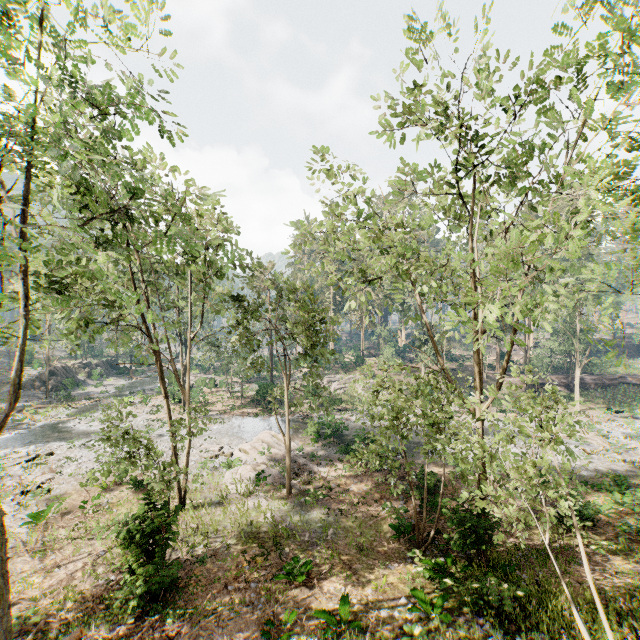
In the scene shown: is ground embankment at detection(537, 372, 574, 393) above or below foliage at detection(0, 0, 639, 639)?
below

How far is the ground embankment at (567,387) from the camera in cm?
4322

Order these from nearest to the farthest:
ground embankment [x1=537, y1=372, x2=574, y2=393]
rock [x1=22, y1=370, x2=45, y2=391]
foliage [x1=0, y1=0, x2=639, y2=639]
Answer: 1. foliage [x1=0, y1=0, x2=639, y2=639]
2. rock [x1=22, y1=370, x2=45, y2=391]
3. ground embankment [x1=537, y1=372, x2=574, y2=393]

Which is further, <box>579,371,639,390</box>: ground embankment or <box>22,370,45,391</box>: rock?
<box>579,371,639,390</box>: ground embankment

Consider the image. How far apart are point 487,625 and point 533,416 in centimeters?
707cm

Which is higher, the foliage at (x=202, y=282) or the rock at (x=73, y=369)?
the foliage at (x=202, y=282)

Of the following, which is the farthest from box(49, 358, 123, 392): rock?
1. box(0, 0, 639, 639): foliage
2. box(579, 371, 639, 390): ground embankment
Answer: box(579, 371, 639, 390): ground embankment
